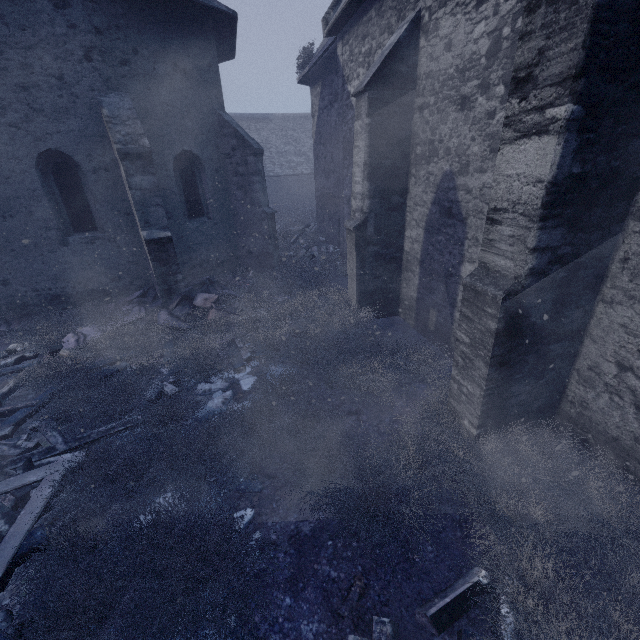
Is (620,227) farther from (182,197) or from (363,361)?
(182,197)

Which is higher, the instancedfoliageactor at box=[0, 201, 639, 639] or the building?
the building

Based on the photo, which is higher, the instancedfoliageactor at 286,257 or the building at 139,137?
the building at 139,137
